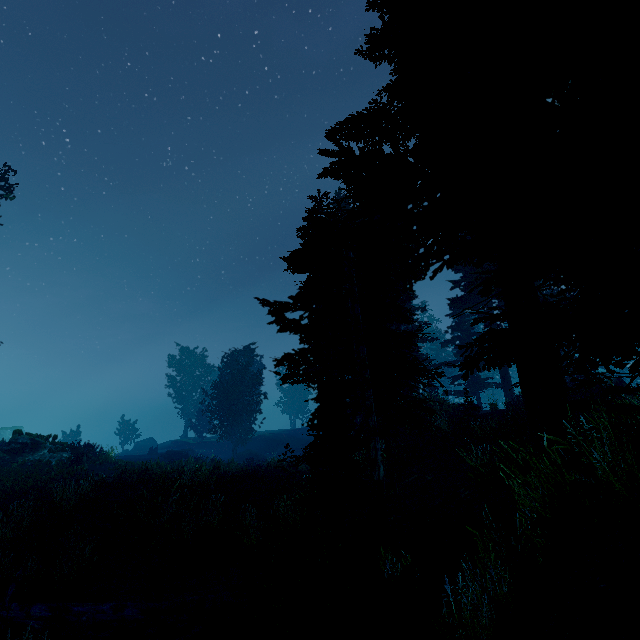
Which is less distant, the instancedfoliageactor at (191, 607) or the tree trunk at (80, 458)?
the instancedfoliageactor at (191, 607)

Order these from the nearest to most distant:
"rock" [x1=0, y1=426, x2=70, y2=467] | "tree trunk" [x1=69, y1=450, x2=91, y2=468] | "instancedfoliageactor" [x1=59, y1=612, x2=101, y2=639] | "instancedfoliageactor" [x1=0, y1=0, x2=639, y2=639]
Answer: "instancedfoliageactor" [x1=0, y1=0, x2=639, y2=639] < "instancedfoliageactor" [x1=59, y1=612, x2=101, y2=639] < "rock" [x1=0, y1=426, x2=70, y2=467] < "tree trunk" [x1=69, y1=450, x2=91, y2=468]

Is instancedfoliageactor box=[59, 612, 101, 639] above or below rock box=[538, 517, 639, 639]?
below

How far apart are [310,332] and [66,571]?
9.0m

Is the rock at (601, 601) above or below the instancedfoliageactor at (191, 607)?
above

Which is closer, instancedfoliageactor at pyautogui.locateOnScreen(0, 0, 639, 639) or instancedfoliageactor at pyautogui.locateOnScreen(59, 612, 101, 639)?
instancedfoliageactor at pyautogui.locateOnScreen(0, 0, 639, 639)

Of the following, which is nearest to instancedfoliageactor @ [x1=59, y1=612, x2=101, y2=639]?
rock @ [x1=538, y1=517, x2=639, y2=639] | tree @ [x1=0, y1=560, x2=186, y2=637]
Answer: rock @ [x1=538, y1=517, x2=639, y2=639]

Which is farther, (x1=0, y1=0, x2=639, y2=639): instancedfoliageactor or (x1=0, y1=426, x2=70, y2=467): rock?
(x1=0, y1=426, x2=70, y2=467): rock
